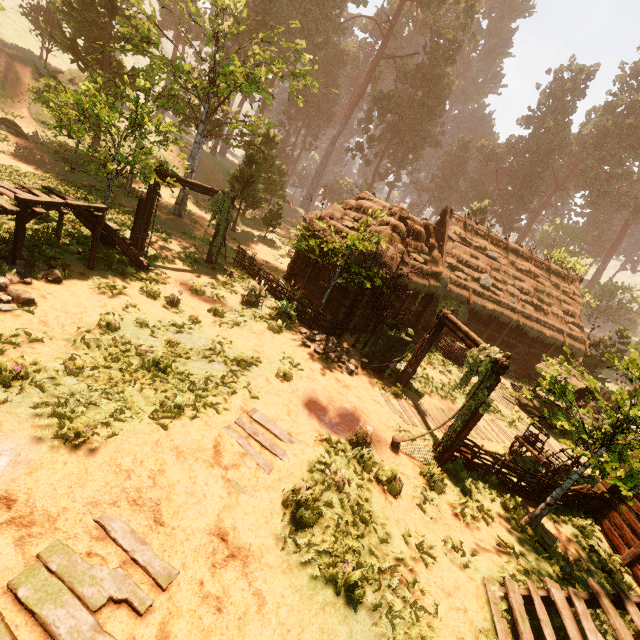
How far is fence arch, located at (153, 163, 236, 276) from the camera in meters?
12.9 m

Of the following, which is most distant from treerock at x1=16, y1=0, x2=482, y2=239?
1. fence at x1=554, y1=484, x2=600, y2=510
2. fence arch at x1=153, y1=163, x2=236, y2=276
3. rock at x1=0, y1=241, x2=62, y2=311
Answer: rock at x1=0, y1=241, x2=62, y2=311

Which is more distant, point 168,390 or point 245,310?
point 245,310

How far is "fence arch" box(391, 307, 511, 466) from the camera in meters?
8.8

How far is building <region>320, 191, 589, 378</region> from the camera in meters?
16.2

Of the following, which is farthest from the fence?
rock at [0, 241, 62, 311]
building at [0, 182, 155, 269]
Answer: rock at [0, 241, 62, 311]

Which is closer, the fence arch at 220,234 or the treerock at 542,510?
the treerock at 542,510

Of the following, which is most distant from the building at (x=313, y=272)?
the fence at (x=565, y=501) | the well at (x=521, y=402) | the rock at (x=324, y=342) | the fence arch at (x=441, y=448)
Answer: the well at (x=521, y=402)
